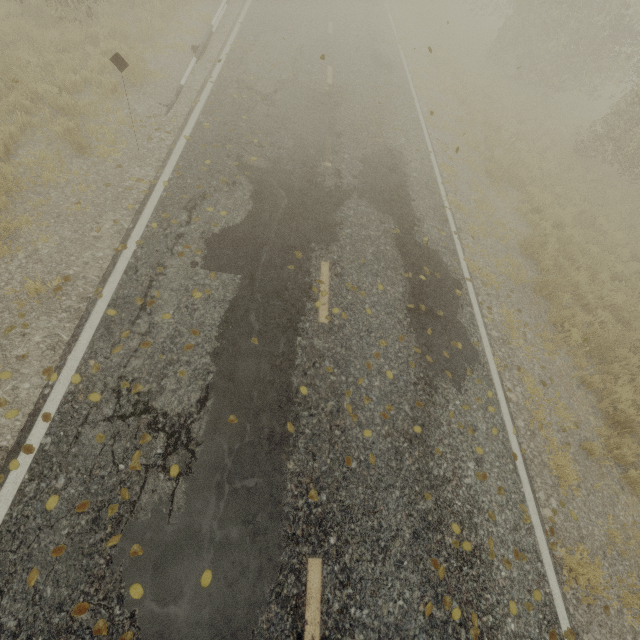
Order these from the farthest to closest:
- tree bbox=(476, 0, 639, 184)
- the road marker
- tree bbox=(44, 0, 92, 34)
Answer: tree bbox=(476, 0, 639, 184) → tree bbox=(44, 0, 92, 34) → the road marker

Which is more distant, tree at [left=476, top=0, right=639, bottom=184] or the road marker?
tree at [left=476, top=0, right=639, bottom=184]

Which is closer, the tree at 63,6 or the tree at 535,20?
the tree at 63,6

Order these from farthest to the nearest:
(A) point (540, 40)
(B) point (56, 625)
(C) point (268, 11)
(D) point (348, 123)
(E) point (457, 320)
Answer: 1. (A) point (540, 40)
2. (C) point (268, 11)
3. (D) point (348, 123)
4. (E) point (457, 320)
5. (B) point (56, 625)

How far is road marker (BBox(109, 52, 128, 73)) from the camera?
5.9 meters

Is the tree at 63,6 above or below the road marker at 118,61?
below

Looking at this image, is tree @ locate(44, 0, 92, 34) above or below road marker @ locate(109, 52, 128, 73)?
below
